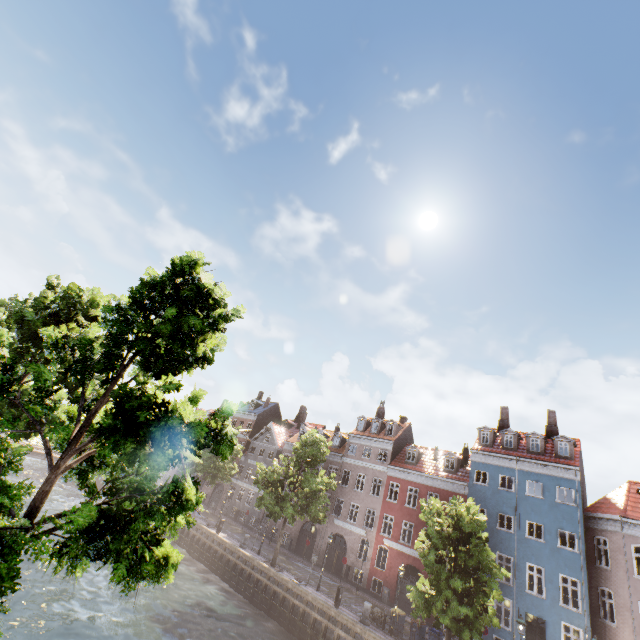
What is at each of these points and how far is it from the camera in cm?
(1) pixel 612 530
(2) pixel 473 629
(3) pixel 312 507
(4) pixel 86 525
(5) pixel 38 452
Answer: (1) building, 2211
(2) tree, 1706
(3) tree, 2706
(4) tree, 493
(5) bridge, 3922

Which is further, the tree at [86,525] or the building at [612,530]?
the building at [612,530]

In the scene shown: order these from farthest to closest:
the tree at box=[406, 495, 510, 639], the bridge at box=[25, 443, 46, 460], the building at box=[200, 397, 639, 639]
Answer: the bridge at box=[25, 443, 46, 460]
the building at box=[200, 397, 639, 639]
the tree at box=[406, 495, 510, 639]

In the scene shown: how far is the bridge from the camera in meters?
38.9

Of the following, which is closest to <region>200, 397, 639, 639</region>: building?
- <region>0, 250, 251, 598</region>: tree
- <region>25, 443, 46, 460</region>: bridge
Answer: <region>0, 250, 251, 598</region>: tree
